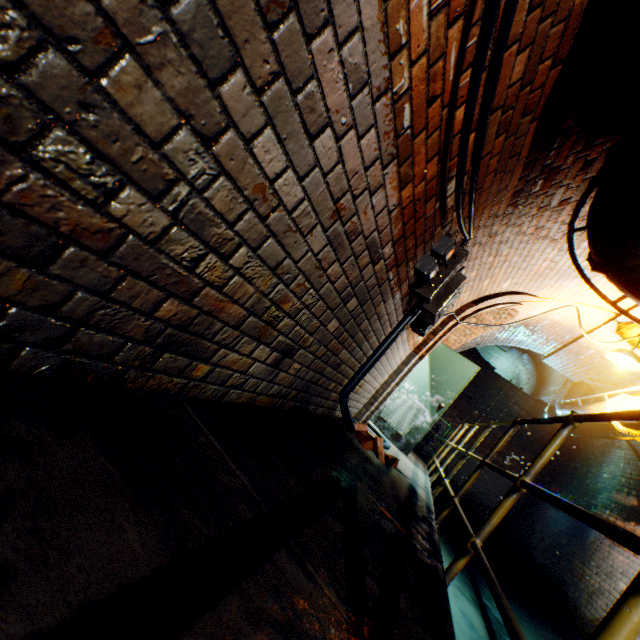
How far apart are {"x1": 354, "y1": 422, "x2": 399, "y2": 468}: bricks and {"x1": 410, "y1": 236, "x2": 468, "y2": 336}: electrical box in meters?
1.7 m

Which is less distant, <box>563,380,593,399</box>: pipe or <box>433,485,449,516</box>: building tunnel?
<box>563,380,593,399</box>: pipe

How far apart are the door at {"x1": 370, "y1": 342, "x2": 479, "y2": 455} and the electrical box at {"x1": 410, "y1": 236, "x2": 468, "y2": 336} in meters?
3.7

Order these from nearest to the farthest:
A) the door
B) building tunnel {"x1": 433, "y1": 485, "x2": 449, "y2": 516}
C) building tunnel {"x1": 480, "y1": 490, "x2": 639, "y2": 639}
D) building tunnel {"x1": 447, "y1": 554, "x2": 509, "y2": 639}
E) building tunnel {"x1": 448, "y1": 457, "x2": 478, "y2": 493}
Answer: building tunnel {"x1": 447, "y1": 554, "x2": 509, "y2": 639}
building tunnel {"x1": 480, "y1": 490, "x2": 639, "y2": 639}
the door
building tunnel {"x1": 433, "y1": 485, "x2": 449, "y2": 516}
building tunnel {"x1": 448, "y1": 457, "x2": 478, "y2": 493}

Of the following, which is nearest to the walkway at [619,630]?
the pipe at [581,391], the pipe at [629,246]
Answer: the pipe at [581,391]

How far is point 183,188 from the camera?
0.8m

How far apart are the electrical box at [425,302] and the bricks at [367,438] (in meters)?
1.73

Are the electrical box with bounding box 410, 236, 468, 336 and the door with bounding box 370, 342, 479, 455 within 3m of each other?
no
